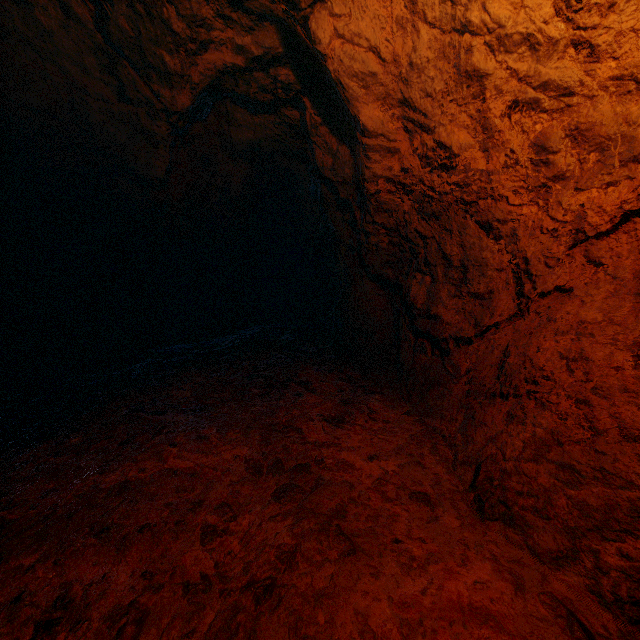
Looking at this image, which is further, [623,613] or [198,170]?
[198,170]
